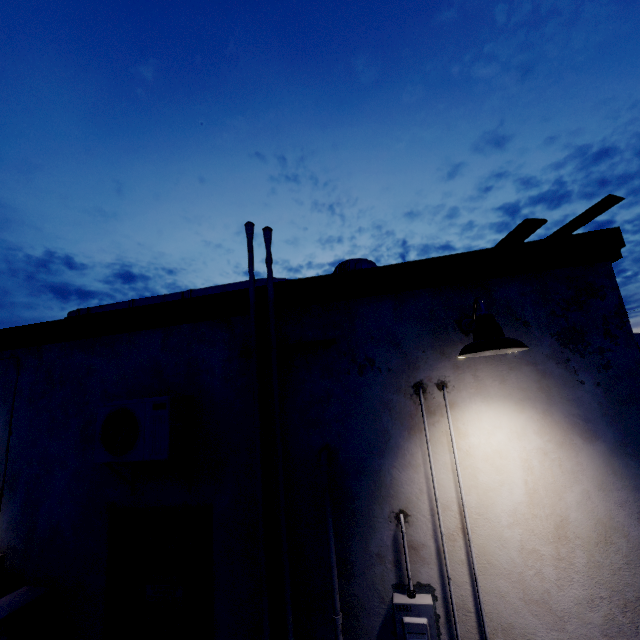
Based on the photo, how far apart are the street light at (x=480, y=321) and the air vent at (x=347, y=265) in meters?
1.3 m

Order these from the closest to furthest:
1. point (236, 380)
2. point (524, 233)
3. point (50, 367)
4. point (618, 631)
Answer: point (618, 631)
point (524, 233)
point (236, 380)
point (50, 367)

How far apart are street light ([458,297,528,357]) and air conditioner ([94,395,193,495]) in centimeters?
247cm

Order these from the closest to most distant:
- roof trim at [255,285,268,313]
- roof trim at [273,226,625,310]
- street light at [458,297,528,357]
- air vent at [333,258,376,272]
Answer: street light at [458,297,528,357]
roof trim at [273,226,625,310]
roof trim at [255,285,268,313]
air vent at [333,258,376,272]

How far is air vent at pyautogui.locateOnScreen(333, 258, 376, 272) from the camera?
3.9m

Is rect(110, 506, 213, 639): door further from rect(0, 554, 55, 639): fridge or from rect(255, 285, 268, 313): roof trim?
rect(255, 285, 268, 313): roof trim

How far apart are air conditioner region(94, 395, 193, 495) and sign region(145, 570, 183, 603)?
0.7m

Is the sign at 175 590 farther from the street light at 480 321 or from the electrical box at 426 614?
the street light at 480 321
